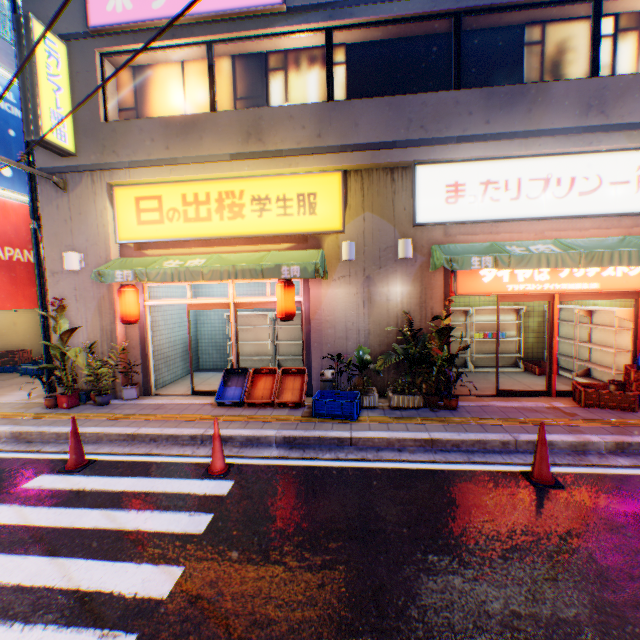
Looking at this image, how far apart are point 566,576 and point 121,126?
11.0 meters

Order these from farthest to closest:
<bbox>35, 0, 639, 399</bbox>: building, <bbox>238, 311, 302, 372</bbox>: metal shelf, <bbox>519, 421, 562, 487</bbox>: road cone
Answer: <bbox>238, 311, 302, 372</bbox>: metal shelf < <bbox>35, 0, 639, 399</bbox>: building < <bbox>519, 421, 562, 487</bbox>: road cone

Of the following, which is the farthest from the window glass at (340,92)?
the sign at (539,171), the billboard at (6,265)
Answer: the billboard at (6,265)

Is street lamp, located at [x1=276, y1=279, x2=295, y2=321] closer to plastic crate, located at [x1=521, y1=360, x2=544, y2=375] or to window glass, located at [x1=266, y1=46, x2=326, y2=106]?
window glass, located at [x1=266, y1=46, x2=326, y2=106]

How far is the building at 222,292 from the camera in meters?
11.1 m

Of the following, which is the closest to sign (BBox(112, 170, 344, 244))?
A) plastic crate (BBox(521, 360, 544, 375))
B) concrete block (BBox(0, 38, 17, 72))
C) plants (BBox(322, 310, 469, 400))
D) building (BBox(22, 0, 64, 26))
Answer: building (BBox(22, 0, 64, 26))

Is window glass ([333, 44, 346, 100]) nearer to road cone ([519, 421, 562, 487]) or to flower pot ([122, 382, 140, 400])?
flower pot ([122, 382, 140, 400])

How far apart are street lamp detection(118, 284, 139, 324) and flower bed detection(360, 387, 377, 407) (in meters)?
5.47
